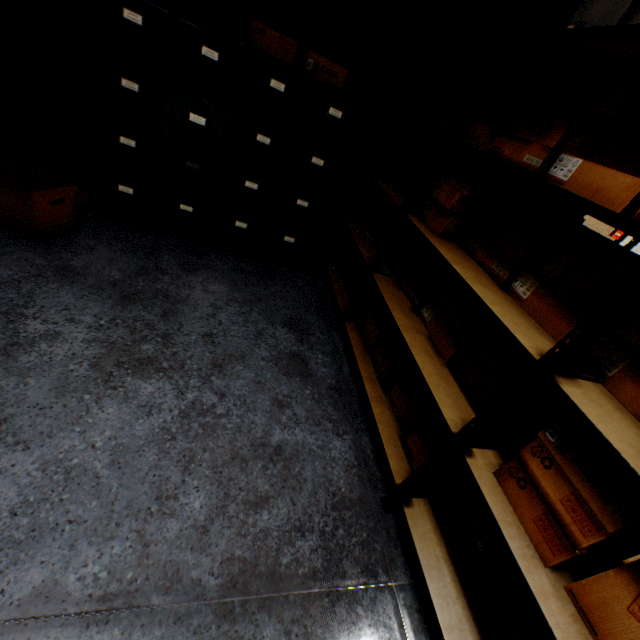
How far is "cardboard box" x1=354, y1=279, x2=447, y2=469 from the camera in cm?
152

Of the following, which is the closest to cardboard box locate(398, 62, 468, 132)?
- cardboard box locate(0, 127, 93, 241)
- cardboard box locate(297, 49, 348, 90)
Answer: cardboard box locate(297, 49, 348, 90)

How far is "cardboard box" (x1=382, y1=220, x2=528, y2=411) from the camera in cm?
132

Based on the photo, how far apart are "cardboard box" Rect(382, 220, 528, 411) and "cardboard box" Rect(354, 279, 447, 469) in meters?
0.1 m

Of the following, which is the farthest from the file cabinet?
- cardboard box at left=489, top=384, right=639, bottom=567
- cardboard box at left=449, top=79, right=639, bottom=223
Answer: cardboard box at left=489, top=384, right=639, bottom=567

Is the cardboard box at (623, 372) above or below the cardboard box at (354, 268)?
above

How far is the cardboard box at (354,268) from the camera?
2.6 meters

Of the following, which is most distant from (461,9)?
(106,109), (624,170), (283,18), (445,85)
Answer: (106,109)
